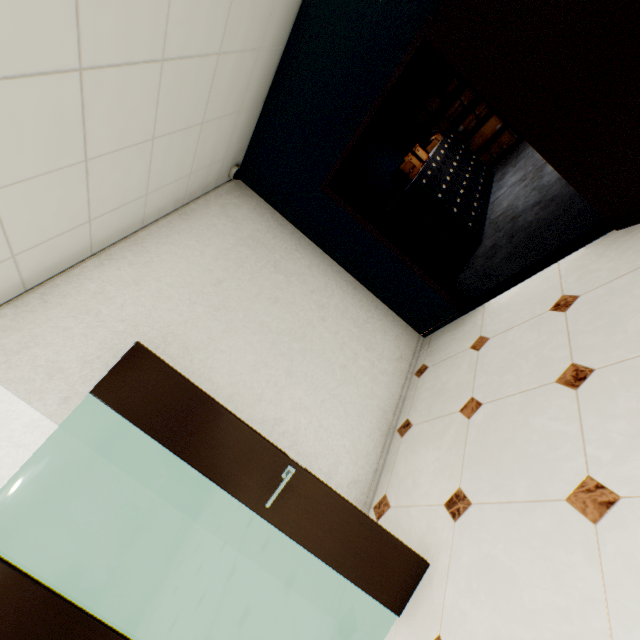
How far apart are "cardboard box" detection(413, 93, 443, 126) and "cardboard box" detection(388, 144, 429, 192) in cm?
244

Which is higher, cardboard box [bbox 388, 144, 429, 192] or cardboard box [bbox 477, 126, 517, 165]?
cardboard box [bbox 388, 144, 429, 192]

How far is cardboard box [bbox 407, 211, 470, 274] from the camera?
4.58m

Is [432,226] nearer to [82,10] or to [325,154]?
[325,154]

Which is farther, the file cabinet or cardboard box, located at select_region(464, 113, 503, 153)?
cardboard box, located at select_region(464, 113, 503, 153)

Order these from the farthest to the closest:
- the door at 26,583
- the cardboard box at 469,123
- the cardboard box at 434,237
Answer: the cardboard box at 469,123
the cardboard box at 434,237
the door at 26,583

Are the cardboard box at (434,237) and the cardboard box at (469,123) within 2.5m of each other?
no

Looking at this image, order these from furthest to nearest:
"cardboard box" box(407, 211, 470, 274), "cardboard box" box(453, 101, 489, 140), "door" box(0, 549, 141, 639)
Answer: "cardboard box" box(453, 101, 489, 140)
"cardboard box" box(407, 211, 470, 274)
"door" box(0, 549, 141, 639)
